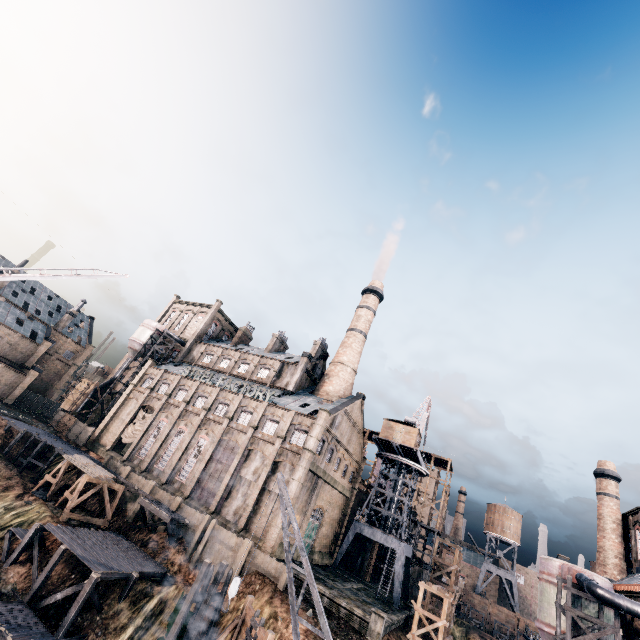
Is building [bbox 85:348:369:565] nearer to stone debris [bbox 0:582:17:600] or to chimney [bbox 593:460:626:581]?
chimney [bbox 593:460:626:581]

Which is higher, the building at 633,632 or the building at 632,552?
the building at 632,552

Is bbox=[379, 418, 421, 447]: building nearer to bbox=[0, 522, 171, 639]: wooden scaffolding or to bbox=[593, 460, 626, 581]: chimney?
bbox=[593, 460, 626, 581]: chimney

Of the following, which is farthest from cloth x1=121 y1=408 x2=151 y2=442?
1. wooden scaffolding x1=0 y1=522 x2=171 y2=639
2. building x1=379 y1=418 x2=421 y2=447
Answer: building x1=379 y1=418 x2=421 y2=447

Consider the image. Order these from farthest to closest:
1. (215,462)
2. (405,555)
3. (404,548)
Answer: (405,555), (404,548), (215,462)

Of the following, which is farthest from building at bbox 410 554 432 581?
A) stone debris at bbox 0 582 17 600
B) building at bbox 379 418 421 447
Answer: stone debris at bbox 0 582 17 600

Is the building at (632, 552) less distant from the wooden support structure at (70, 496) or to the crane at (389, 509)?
the crane at (389, 509)

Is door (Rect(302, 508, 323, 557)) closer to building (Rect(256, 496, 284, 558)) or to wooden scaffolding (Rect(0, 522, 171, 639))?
building (Rect(256, 496, 284, 558))
